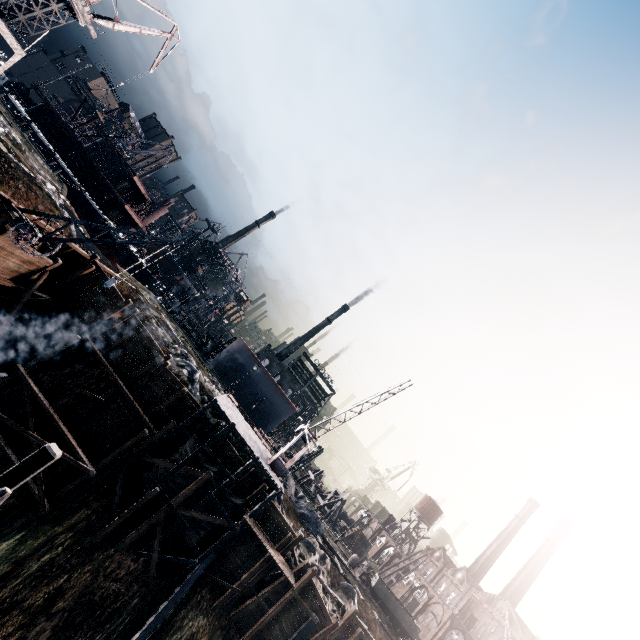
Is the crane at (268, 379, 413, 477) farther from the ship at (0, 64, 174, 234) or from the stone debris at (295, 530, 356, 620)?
the ship at (0, 64, 174, 234)

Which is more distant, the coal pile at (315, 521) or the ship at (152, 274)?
the ship at (152, 274)

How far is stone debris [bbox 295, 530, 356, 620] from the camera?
25.45m

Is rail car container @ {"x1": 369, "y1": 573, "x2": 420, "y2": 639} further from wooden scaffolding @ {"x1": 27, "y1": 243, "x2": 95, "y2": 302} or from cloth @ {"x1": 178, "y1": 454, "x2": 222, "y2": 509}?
wooden scaffolding @ {"x1": 27, "y1": 243, "x2": 95, "y2": 302}

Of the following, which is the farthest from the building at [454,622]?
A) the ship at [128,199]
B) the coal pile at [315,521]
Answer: the ship at [128,199]

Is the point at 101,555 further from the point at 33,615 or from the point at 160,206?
the point at 160,206

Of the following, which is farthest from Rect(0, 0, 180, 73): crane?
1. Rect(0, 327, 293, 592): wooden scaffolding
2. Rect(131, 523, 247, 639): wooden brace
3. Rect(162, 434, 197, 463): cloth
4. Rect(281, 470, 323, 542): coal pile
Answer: Rect(131, 523, 247, 639): wooden brace

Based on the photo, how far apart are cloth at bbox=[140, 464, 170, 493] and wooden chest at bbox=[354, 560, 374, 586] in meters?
29.3
